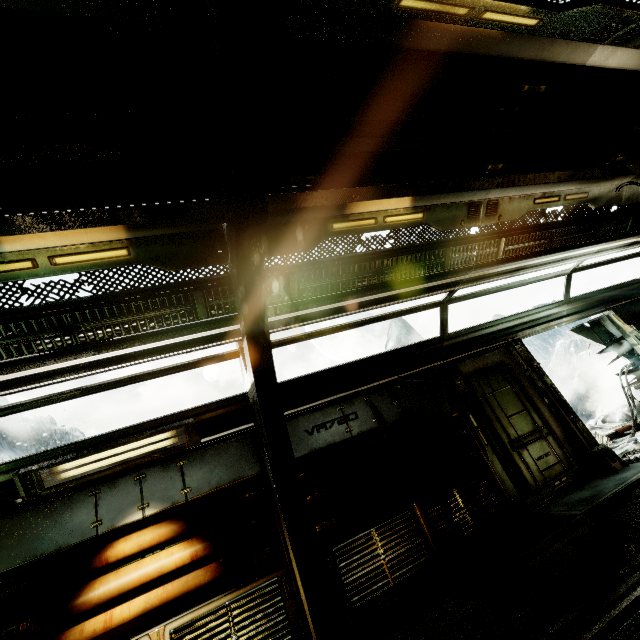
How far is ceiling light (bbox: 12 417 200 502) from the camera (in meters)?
3.90

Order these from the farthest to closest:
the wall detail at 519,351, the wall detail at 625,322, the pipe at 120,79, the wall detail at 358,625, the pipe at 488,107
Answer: the wall detail at 625,322 < the wall detail at 519,351 < the wall detail at 358,625 < the pipe at 488,107 < the pipe at 120,79

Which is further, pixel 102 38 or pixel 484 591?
pixel 484 591

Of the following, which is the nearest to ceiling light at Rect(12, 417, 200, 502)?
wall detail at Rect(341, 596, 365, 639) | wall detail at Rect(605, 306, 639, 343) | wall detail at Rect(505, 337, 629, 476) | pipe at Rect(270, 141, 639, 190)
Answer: wall detail at Rect(341, 596, 365, 639)

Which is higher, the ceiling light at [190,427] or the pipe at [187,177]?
the pipe at [187,177]

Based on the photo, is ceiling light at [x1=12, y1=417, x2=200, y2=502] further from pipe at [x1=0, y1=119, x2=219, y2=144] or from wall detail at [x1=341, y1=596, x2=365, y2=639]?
pipe at [x1=0, y1=119, x2=219, y2=144]

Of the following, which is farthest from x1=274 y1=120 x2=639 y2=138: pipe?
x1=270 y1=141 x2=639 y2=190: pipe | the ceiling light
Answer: the ceiling light
